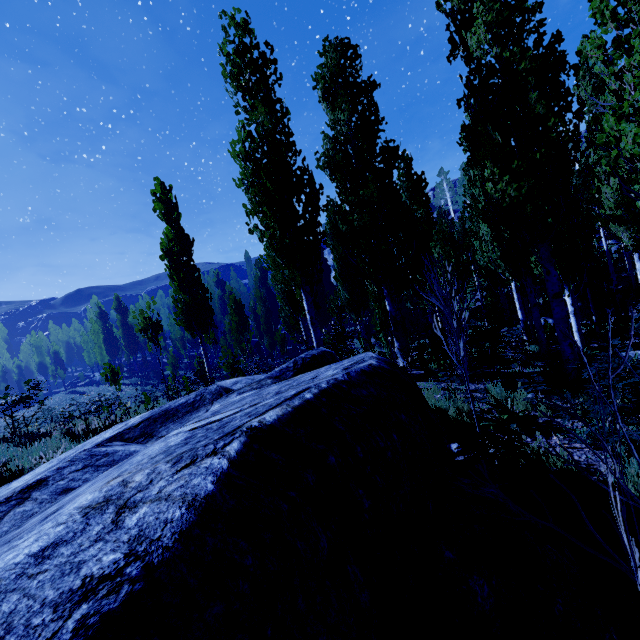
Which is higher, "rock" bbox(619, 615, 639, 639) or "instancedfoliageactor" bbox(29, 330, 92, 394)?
"instancedfoliageactor" bbox(29, 330, 92, 394)

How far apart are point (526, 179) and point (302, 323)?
10.8 meters

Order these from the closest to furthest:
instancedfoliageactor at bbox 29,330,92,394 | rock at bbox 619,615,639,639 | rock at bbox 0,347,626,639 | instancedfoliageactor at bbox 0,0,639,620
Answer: rock at bbox 0,347,626,639, rock at bbox 619,615,639,639, instancedfoliageactor at bbox 0,0,639,620, instancedfoliageactor at bbox 29,330,92,394

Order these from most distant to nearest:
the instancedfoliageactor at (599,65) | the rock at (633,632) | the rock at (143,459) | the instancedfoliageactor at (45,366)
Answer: the instancedfoliageactor at (45,366) < the instancedfoliageactor at (599,65) < the rock at (633,632) < the rock at (143,459)

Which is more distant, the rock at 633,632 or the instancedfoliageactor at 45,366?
the instancedfoliageactor at 45,366

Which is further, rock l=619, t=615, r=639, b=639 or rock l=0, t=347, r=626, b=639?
rock l=619, t=615, r=639, b=639

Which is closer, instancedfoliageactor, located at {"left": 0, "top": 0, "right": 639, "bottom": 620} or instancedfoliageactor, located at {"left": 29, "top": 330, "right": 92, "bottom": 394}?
instancedfoliageactor, located at {"left": 0, "top": 0, "right": 639, "bottom": 620}

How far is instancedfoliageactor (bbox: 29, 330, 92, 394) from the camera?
50.0m
